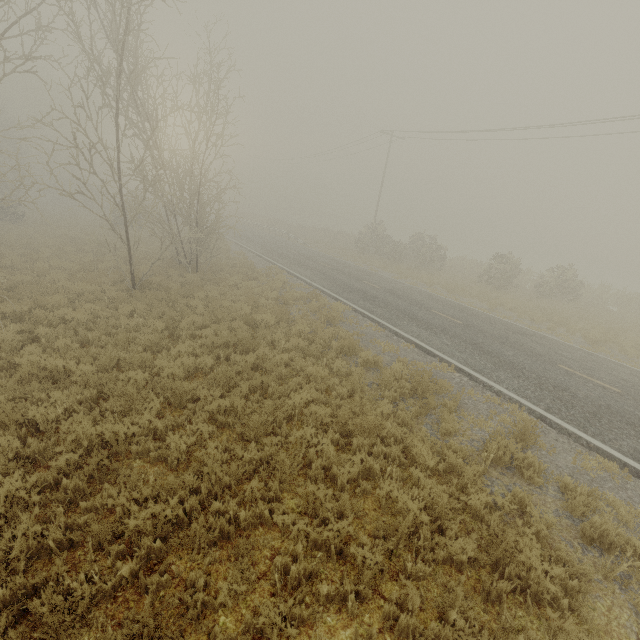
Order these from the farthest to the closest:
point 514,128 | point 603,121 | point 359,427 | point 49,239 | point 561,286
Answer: point 561,286
point 514,128
point 49,239
point 603,121
point 359,427
